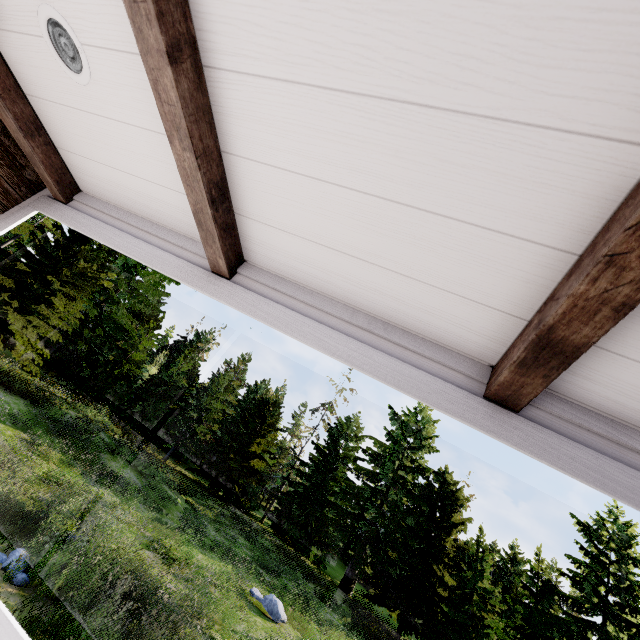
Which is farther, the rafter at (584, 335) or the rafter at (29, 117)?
the rafter at (29, 117)

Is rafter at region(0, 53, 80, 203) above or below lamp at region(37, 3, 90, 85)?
below

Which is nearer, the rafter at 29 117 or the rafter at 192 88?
the rafter at 192 88

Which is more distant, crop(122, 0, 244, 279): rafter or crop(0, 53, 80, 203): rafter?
crop(0, 53, 80, 203): rafter

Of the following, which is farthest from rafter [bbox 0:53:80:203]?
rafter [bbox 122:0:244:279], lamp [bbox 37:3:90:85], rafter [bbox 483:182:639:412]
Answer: rafter [bbox 483:182:639:412]

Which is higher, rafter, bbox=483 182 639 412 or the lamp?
the lamp

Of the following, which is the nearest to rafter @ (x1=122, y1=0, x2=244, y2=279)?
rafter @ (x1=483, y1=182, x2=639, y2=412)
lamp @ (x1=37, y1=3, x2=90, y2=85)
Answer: lamp @ (x1=37, y1=3, x2=90, y2=85)

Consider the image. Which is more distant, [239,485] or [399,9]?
[239,485]
